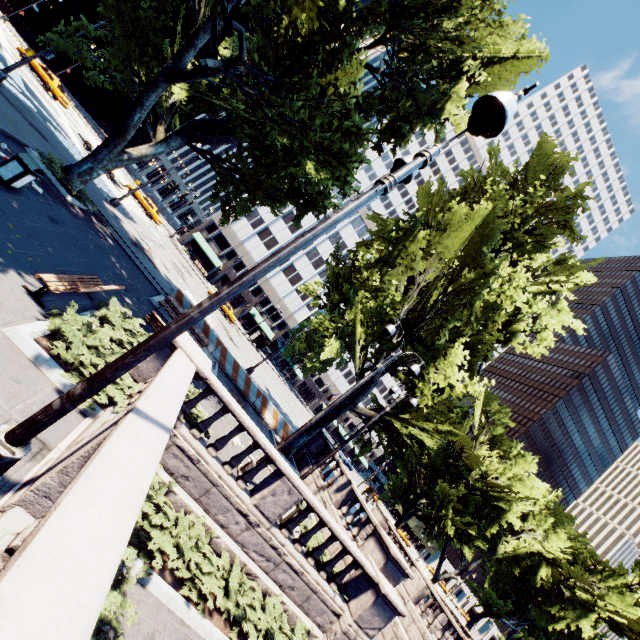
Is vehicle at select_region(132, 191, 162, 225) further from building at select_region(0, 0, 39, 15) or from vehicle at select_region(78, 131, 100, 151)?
building at select_region(0, 0, 39, 15)

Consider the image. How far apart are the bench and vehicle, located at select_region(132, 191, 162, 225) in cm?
3314

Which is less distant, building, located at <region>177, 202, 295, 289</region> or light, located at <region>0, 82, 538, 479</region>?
light, located at <region>0, 82, 538, 479</region>

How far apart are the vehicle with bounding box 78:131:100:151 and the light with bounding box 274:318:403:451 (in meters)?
30.42

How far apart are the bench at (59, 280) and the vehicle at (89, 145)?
26.39m

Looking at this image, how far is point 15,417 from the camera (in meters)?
4.51

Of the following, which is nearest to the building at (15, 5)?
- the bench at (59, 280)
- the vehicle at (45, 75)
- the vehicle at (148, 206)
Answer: the vehicle at (45, 75)

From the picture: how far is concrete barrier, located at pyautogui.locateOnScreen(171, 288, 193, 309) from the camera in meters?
18.0 m
